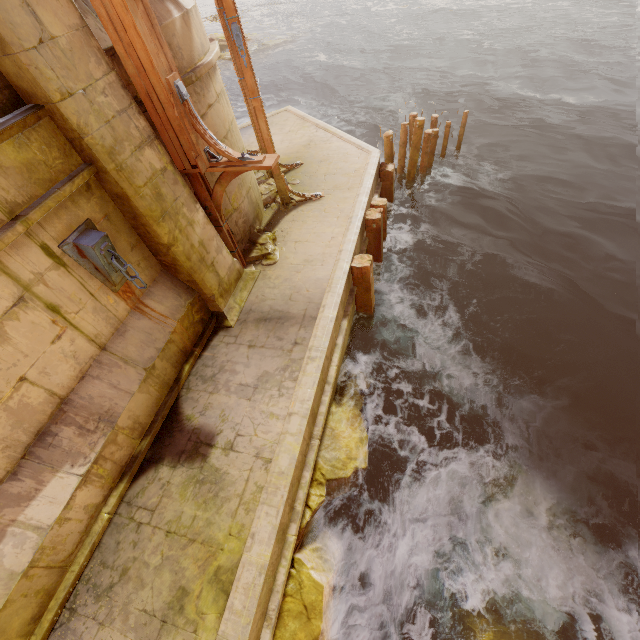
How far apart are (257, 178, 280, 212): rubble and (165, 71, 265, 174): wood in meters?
3.1 m

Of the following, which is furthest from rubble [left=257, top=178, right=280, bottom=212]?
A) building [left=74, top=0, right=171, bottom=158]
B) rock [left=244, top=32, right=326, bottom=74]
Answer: rock [left=244, top=32, right=326, bottom=74]

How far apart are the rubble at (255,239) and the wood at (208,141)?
2.3m

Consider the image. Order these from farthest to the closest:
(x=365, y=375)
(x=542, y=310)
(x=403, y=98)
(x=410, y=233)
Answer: (x=403, y=98), (x=410, y=233), (x=542, y=310), (x=365, y=375)

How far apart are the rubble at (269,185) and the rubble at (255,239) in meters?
1.0

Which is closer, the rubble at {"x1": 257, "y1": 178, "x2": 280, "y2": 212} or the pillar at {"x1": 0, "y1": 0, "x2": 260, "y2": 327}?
the pillar at {"x1": 0, "y1": 0, "x2": 260, "y2": 327}

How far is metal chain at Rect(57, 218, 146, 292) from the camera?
4.0m

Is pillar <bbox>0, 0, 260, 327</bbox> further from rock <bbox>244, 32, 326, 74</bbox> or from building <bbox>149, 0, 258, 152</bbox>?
rock <bbox>244, 32, 326, 74</bbox>
